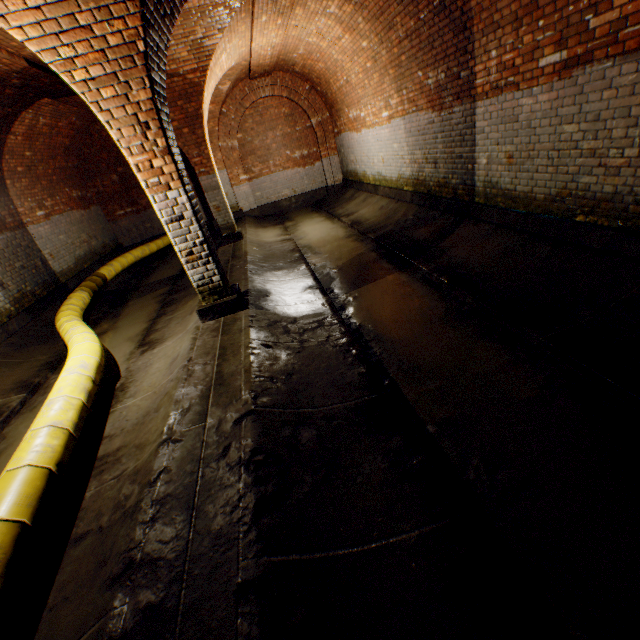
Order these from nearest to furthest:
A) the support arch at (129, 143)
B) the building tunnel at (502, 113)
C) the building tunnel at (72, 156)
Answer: the building tunnel at (502, 113) → the support arch at (129, 143) → the building tunnel at (72, 156)

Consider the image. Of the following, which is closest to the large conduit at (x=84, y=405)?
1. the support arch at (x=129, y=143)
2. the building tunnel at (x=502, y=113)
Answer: the building tunnel at (x=502, y=113)

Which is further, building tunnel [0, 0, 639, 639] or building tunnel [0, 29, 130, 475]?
building tunnel [0, 29, 130, 475]

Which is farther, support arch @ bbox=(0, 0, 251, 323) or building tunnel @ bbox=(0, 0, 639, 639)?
support arch @ bbox=(0, 0, 251, 323)

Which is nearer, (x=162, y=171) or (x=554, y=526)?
(x=554, y=526)

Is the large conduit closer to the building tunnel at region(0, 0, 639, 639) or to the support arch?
the building tunnel at region(0, 0, 639, 639)

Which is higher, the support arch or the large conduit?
the support arch

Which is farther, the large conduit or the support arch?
the support arch
